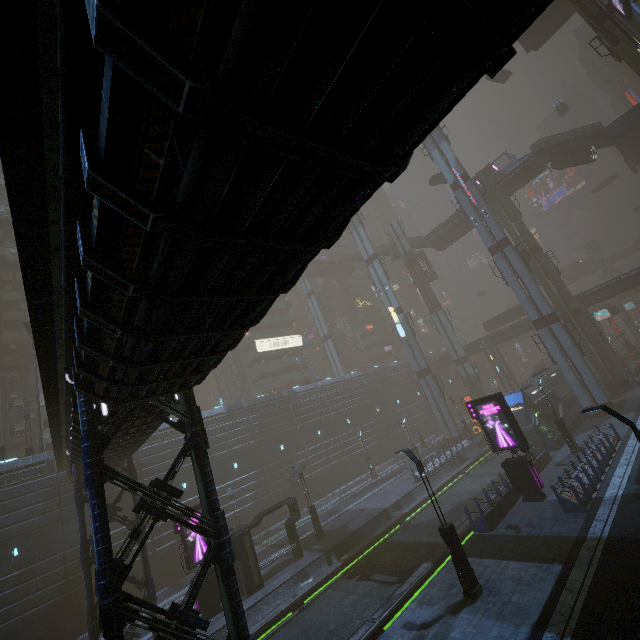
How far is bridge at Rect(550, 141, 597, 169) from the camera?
38.3 meters

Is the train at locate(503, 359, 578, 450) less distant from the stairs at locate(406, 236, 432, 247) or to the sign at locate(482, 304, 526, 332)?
the sign at locate(482, 304, 526, 332)

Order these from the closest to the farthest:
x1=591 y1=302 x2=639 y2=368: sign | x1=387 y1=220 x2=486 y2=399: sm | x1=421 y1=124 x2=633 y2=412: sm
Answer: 1. x1=421 y1=124 x2=633 y2=412: sm
2. x1=591 y1=302 x2=639 y2=368: sign
3. x1=387 y1=220 x2=486 y2=399: sm

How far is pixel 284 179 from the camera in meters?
3.2

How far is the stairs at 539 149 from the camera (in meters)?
36.78

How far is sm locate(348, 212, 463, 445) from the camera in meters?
40.5 m

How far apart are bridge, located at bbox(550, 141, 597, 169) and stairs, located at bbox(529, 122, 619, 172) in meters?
0.0

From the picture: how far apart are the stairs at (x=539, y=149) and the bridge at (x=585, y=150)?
0.0 meters
